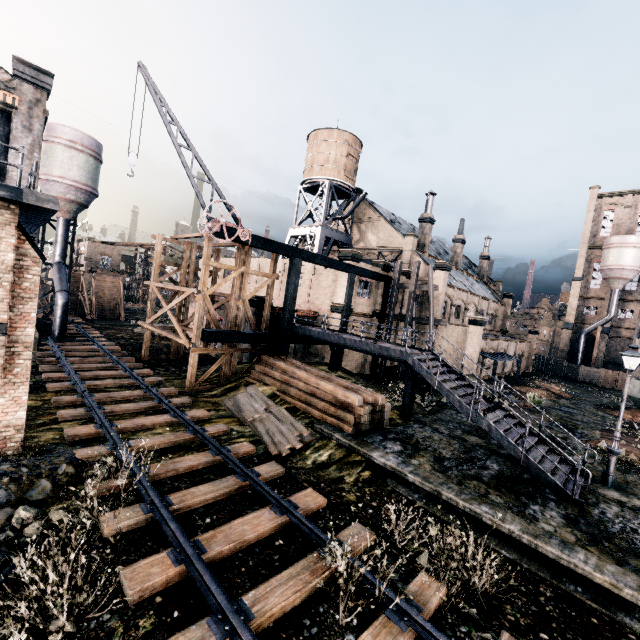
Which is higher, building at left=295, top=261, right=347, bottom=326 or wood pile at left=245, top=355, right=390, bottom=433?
building at left=295, top=261, right=347, bottom=326

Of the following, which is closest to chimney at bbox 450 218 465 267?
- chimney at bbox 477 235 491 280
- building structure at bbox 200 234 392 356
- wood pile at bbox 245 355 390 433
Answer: chimney at bbox 477 235 491 280

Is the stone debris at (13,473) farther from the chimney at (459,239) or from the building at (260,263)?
the chimney at (459,239)

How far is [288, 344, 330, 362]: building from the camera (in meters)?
27.67

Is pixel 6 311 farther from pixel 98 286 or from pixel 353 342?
pixel 98 286

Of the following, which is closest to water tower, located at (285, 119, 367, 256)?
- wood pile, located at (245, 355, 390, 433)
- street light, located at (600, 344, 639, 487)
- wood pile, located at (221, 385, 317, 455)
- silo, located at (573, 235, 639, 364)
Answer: wood pile, located at (245, 355, 390, 433)

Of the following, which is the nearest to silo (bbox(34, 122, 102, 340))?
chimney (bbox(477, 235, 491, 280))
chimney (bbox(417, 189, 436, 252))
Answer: chimney (bbox(417, 189, 436, 252))

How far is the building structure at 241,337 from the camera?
19.3m
